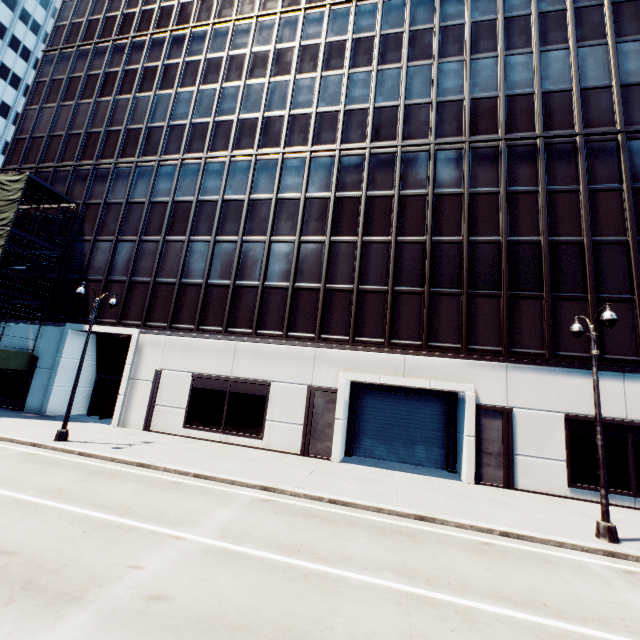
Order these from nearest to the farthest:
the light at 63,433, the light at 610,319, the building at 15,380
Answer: the light at 610,319 < the light at 63,433 < the building at 15,380

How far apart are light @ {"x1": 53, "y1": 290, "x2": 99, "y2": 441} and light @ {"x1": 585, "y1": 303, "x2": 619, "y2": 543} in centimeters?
2100cm

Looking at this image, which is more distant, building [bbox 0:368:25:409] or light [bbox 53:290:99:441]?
building [bbox 0:368:25:409]

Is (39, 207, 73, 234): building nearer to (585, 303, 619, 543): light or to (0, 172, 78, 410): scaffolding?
(0, 172, 78, 410): scaffolding

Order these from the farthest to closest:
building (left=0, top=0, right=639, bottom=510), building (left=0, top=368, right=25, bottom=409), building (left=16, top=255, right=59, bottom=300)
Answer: building (left=16, top=255, right=59, bottom=300) → building (left=0, top=368, right=25, bottom=409) → building (left=0, top=0, right=639, bottom=510)

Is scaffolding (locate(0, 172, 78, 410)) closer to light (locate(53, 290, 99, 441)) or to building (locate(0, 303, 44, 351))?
building (locate(0, 303, 44, 351))

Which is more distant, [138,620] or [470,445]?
[470,445]

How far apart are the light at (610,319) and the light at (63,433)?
→ 21.00m
